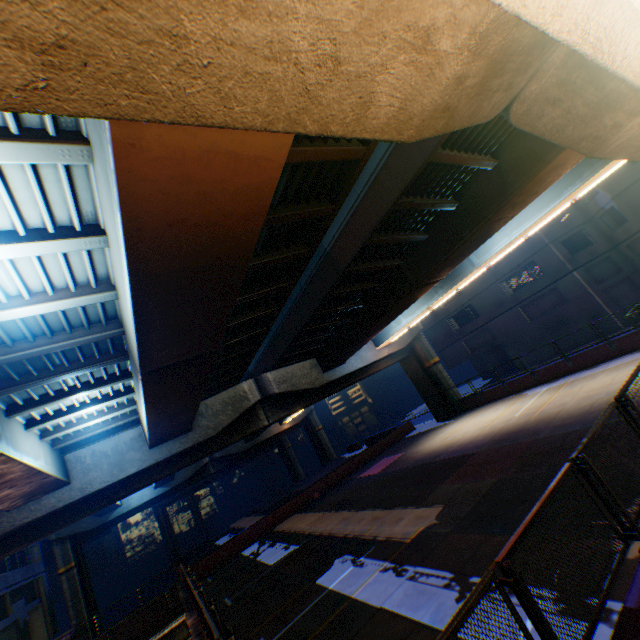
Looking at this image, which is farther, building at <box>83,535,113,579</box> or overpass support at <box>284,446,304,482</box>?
overpass support at <box>284,446,304,482</box>

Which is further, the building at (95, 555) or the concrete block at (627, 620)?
the building at (95, 555)

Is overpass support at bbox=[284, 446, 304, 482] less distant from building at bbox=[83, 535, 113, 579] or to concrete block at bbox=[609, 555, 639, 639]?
concrete block at bbox=[609, 555, 639, 639]

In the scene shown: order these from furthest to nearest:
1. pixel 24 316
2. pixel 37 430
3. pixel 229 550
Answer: pixel 229 550 < pixel 37 430 < pixel 24 316

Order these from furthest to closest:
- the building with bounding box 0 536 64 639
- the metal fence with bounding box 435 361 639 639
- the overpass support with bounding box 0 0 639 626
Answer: the building with bounding box 0 536 64 639, the metal fence with bounding box 435 361 639 639, the overpass support with bounding box 0 0 639 626

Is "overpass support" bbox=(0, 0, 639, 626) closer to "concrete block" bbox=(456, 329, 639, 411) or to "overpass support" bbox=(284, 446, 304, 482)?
"concrete block" bbox=(456, 329, 639, 411)

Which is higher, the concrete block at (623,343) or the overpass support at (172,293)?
the overpass support at (172,293)

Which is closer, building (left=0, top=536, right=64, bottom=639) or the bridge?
the bridge
